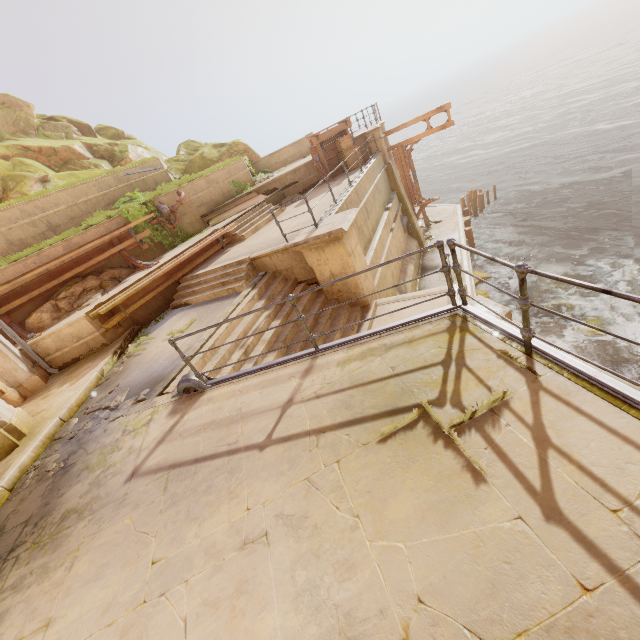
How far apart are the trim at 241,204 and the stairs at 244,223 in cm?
23

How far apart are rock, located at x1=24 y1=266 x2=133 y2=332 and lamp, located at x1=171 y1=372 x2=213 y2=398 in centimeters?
686cm

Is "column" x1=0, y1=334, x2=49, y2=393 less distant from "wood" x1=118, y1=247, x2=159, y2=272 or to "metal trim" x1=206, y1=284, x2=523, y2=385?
"wood" x1=118, y1=247, x2=159, y2=272

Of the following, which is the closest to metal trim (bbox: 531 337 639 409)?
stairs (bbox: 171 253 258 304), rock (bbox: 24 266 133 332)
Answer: stairs (bbox: 171 253 258 304)

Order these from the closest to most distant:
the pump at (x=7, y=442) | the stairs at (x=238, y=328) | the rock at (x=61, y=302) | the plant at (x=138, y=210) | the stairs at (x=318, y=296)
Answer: the pump at (x=7, y=442) < the stairs at (x=238, y=328) < the stairs at (x=318, y=296) < the rock at (x=61, y=302) < the plant at (x=138, y=210)

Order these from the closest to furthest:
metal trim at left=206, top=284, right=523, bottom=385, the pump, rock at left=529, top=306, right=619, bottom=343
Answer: metal trim at left=206, top=284, right=523, bottom=385 < the pump < rock at left=529, top=306, right=619, bottom=343

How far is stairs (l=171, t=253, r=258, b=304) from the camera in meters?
9.2 m

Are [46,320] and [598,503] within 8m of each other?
no
